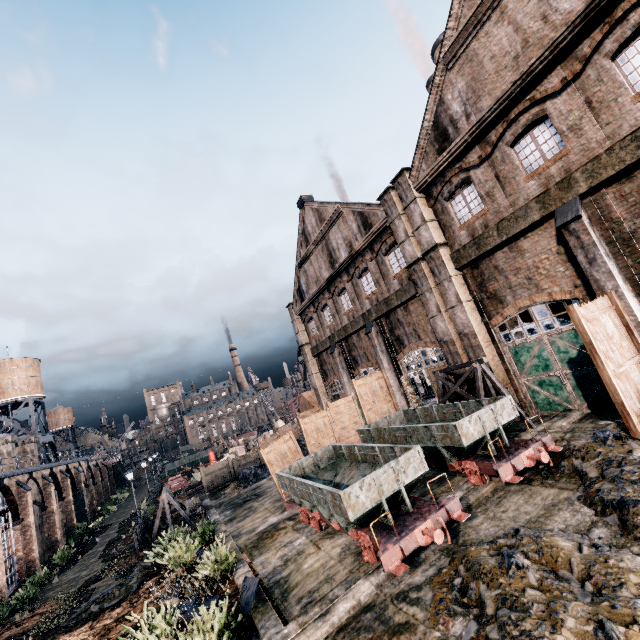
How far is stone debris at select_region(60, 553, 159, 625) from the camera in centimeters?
1572cm

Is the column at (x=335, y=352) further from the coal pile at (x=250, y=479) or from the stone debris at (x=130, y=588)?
the stone debris at (x=130, y=588)

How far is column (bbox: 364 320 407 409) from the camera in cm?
2359

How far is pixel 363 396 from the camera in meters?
22.6 m

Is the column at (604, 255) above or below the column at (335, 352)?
below

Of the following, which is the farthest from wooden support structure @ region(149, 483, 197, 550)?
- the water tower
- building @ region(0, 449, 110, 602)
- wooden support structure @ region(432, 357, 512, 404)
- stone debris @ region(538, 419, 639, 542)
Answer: the water tower

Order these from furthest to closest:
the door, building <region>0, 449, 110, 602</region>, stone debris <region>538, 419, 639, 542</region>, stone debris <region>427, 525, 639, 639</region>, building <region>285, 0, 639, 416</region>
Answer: building <region>0, 449, 110, 602</region>
the door
building <region>285, 0, 639, 416</region>
stone debris <region>538, 419, 639, 542</region>
stone debris <region>427, 525, 639, 639</region>

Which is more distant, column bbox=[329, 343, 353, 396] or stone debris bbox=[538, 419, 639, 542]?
column bbox=[329, 343, 353, 396]
